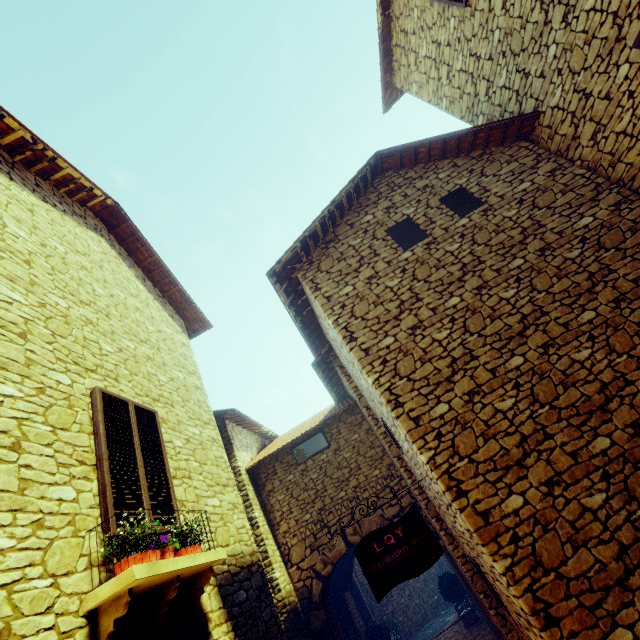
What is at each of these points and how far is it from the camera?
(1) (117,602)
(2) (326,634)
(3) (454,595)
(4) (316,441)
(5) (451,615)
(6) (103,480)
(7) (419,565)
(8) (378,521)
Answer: (1) window sill, 2.5 meters
(2) window, 7.2 meters
(3) flower pot, 9.8 meters
(4) window, 8.7 meters
(5) stair, 11.2 meters
(6) window, 3.2 meters
(7) sign post, 3.8 meters
(8) stone doorway, 7.5 meters

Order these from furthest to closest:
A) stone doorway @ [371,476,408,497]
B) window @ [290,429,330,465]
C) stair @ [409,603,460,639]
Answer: stair @ [409,603,460,639], window @ [290,429,330,465], stone doorway @ [371,476,408,497]

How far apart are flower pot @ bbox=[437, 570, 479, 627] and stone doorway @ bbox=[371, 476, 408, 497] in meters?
4.3

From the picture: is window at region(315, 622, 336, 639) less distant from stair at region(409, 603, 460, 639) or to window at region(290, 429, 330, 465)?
window at region(290, 429, 330, 465)

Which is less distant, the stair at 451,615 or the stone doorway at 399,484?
the stone doorway at 399,484

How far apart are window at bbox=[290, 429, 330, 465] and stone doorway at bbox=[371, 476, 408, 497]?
1.48m

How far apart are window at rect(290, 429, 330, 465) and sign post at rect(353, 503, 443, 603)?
4.54m

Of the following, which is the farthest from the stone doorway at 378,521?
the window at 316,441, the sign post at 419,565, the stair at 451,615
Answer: the stair at 451,615
